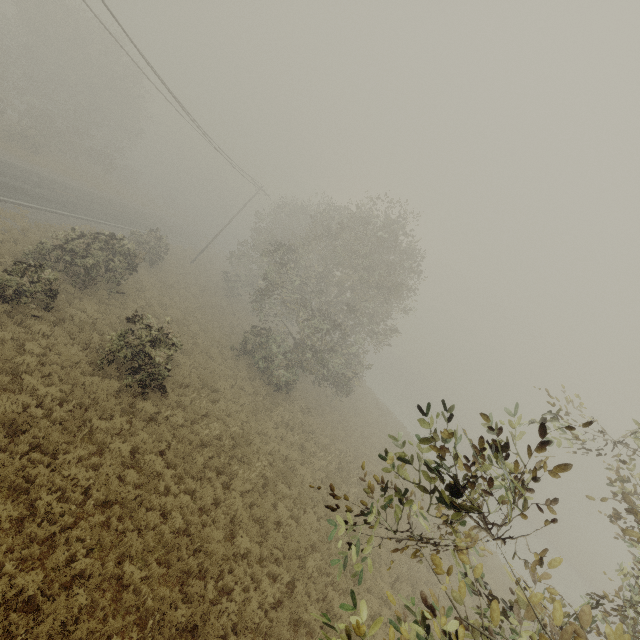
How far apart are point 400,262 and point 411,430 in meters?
29.0
